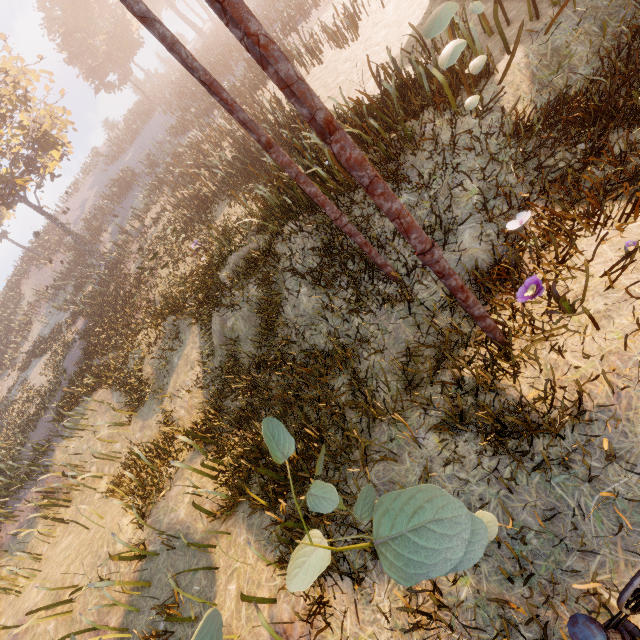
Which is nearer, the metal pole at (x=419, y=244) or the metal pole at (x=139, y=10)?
the metal pole at (x=419, y=244)

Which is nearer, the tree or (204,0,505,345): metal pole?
(204,0,505,345): metal pole

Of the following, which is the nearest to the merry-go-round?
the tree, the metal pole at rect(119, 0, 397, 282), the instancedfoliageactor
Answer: the instancedfoliageactor

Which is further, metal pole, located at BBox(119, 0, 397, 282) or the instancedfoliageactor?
metal pole, located at BBox(119, 0, 397, 282)

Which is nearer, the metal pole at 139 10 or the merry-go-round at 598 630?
the merry-go-round at 598 630

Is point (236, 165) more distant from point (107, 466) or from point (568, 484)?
point (568, 484)

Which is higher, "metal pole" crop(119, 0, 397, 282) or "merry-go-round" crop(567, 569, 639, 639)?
Result: "metal pole" crop(119, 0, 397, 282)

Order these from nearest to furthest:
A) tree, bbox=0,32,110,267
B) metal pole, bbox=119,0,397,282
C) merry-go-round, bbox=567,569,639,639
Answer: merry-go-round, bbox=567,569,639,639 → metal pole, bbox=119,0,397,282 → tree, bbox=0,32,110,267
